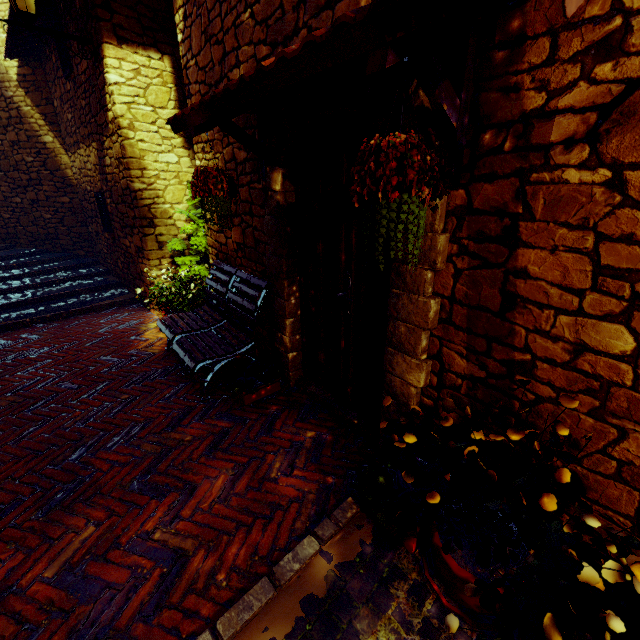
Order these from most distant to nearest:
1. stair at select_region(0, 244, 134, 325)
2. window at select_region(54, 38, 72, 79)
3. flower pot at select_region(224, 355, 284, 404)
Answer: stair at select_region(0, 244, 134, 325)
window at select_region(54, 38, 72, 79)
flower pot at select_region(224, 355, 284, 404)

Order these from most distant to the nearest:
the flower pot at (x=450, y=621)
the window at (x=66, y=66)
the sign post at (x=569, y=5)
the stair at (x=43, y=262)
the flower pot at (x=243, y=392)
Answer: the stair at (x=43, y=262) < the window at (x=66, y=66) < the flower pot at (x=243, y=392) < the flower pot at (x=450, y=621) < the sign post at (x=569, y=5)

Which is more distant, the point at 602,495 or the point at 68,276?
the point at 68,276

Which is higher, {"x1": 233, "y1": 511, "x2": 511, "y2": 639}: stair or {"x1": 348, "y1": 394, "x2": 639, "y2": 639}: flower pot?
{"x1": 348, "y1": 394, "x2": 639, "y2": 639}: flower pot

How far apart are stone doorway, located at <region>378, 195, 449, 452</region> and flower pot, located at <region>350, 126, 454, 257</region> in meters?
0.3 m

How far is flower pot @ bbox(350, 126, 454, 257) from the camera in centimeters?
107cm

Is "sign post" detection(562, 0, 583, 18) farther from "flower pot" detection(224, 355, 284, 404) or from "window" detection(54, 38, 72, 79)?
"window" detection(54, 38, 72, 79)

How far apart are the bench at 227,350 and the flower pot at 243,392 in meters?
0.1 m
